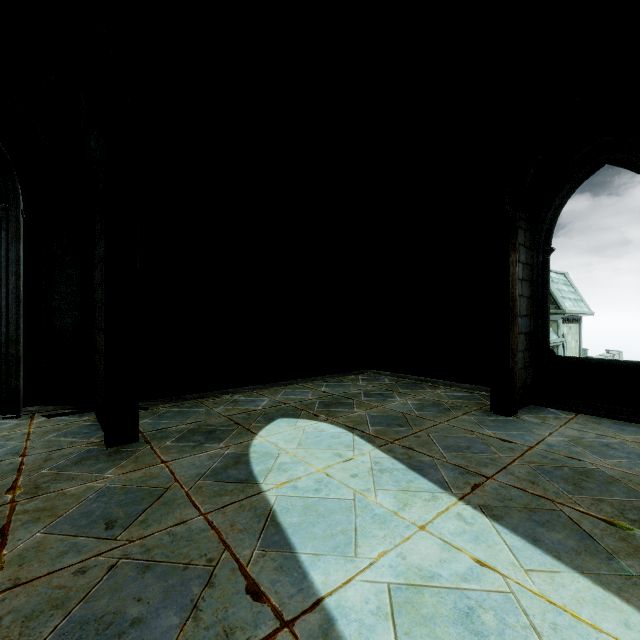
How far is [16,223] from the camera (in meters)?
5.08
